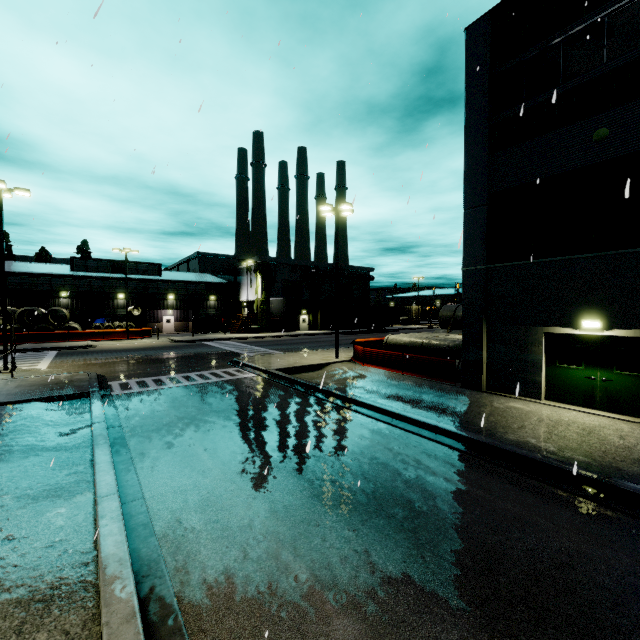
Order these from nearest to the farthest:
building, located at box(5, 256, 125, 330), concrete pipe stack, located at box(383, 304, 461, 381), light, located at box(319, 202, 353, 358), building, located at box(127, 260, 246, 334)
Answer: concrete pipe stack, located at box(383, 304, 461, 381)
light, located at box(319, 202, 353, 358)
building, located at box(5, 256, 125, 330)
building, located at box(127, 260, 246, 334)

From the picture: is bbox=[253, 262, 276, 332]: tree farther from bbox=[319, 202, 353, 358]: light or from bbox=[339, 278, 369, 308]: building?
bbox=[319, 202, 353, 358]: light

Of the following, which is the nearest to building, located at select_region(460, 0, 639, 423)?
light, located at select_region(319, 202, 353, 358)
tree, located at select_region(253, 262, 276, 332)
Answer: tree, located at select_region(253, 262, 276, 332)

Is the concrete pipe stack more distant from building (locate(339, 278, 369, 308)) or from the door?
the door

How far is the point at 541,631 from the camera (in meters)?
3.46

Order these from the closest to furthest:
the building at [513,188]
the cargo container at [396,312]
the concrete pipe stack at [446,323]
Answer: the building at [513,188]
the concrete pipe stack at [446,323]
the cargo container at [396,312]

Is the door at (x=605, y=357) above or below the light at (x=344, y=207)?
below

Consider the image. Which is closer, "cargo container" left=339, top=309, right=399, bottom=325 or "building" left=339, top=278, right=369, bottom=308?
"cargo container" left=339, top=309, right=399, bottom=325
